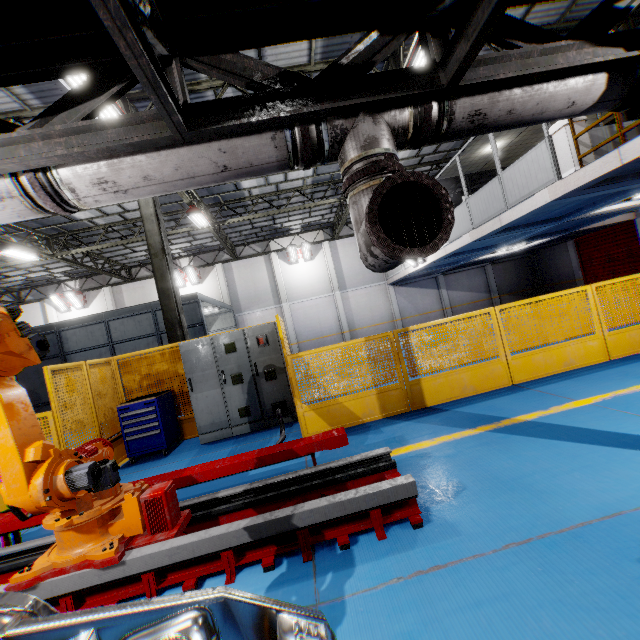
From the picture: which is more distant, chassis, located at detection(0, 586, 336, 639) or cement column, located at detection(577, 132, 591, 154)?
cement column, located at detection(577, 132, 591, 154)

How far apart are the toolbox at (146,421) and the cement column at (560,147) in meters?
11.0

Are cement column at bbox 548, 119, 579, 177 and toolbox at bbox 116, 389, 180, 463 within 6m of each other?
no

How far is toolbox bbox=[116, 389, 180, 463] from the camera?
6.48m

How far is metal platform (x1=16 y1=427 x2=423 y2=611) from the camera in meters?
2.6

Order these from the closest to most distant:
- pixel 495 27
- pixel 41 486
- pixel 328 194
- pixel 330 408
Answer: pixel 495 27
pixel 41 486
pixel 330 408
pixel 328 194

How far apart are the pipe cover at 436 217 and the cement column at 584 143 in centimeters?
836cm

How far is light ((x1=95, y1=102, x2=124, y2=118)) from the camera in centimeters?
716cm
